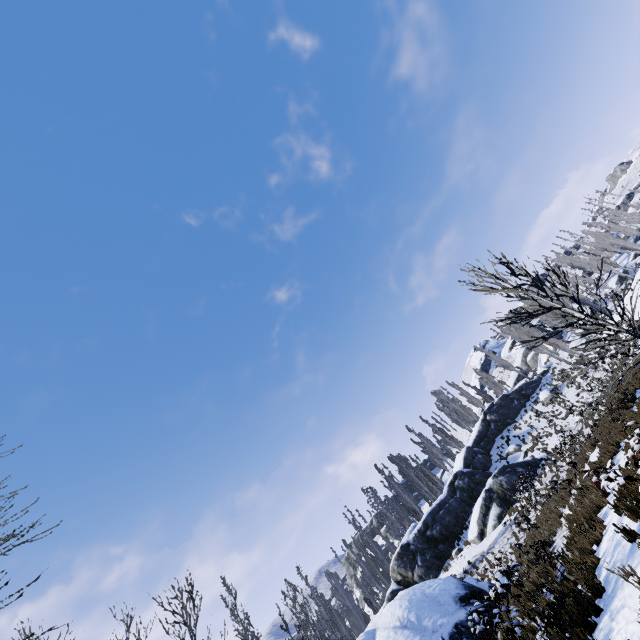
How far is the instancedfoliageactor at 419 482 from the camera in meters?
43.0 m

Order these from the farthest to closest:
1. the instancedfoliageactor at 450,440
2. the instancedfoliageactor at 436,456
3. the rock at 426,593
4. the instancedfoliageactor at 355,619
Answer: the instancedfoliageactor at 450,440, the instancedfoliageactor at 436,456, the instancedfoliageactor at 355,619, the rock at 426,593

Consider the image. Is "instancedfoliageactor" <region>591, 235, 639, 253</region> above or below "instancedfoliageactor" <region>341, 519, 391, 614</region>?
above

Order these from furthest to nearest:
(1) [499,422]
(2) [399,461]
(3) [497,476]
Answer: (2) [399,461] < (1) [499,422] < (3) [497,476]

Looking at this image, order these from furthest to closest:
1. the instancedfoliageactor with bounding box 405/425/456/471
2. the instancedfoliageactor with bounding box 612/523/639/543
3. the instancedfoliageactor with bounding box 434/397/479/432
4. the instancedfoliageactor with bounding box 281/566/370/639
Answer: the instancedfoliageactor with bounding box 434/397/479/432, the instancedfoliageactor with bounding box 405/425/456/471, the instancedfoliageactor with bounding box 281/566/370/639, the instancedfoliageactor with bounding box 612/523/639/543

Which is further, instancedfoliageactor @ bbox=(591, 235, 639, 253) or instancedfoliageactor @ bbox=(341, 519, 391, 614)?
instancedfoliageactor @ bbox=(591, 235, 639, 253)
